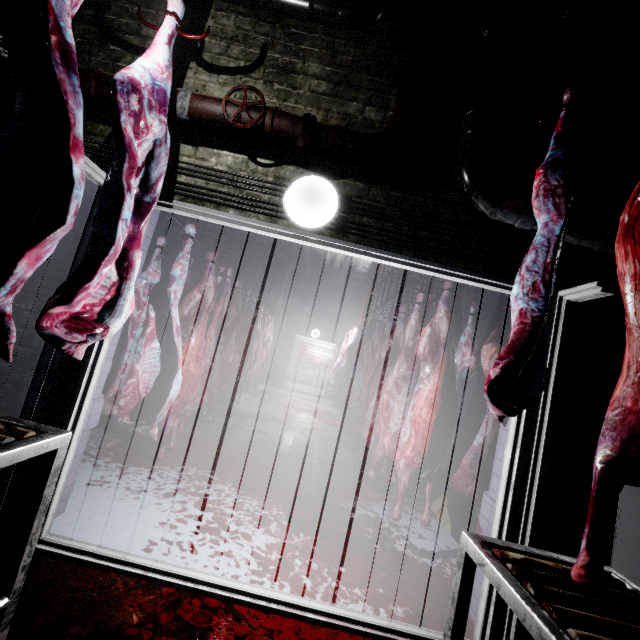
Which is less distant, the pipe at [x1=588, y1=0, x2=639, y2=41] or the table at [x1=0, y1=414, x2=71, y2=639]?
the table at [x1=0, y1=414, x2=71, y2=639]

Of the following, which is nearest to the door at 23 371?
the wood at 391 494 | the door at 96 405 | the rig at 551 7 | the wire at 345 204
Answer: the door at 96 405

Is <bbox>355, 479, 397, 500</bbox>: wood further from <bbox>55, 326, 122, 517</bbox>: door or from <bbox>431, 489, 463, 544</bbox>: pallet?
<bbox>55, 326, 122, 517</bbox>: door

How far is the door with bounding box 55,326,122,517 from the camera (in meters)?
1.95

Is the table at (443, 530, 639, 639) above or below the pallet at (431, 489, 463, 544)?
above

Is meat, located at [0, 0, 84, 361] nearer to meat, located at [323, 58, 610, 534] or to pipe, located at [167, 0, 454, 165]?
pipe, located at [167, 0, 454, 165]

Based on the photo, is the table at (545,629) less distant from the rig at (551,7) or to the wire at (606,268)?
the wire at (606,268)

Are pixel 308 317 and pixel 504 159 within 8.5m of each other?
no
